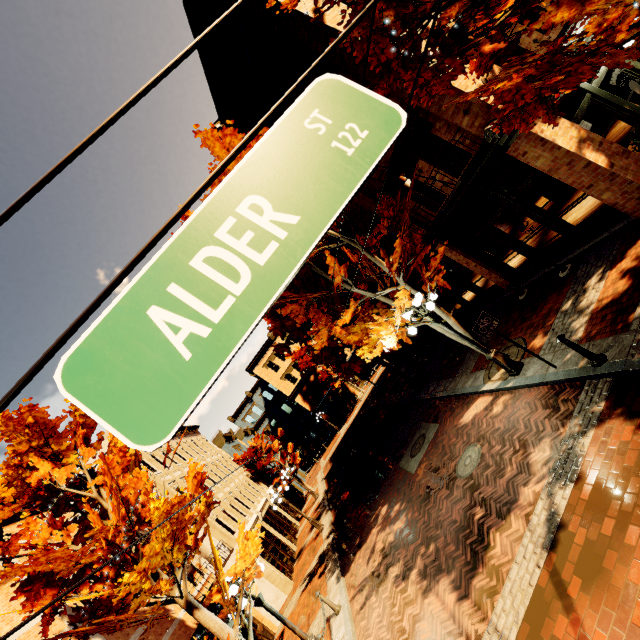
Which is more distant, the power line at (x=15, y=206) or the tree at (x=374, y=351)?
the tree at (x=374, y=351)

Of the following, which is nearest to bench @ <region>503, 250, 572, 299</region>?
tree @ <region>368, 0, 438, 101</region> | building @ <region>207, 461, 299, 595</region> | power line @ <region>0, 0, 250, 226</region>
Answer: tree @ <region>368, 0, 438, 101</region>

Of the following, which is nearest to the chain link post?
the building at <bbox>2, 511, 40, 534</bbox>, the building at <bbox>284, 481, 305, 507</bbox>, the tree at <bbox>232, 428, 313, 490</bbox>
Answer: the building at <bbox>2, 511, 40, 534</bbox>

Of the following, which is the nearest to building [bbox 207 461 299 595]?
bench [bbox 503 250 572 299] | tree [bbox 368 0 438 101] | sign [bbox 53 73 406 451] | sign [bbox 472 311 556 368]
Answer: tree [bbox 368 0 438 101]

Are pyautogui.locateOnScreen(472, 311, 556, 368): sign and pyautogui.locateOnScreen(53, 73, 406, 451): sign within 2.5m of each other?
no

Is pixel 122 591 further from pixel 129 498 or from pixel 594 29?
pixel 594 29

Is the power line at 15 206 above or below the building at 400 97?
below

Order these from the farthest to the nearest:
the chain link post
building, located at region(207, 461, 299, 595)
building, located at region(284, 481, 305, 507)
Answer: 1. building, located at region(284, 481, 305, 507)
2. building, located at region(207, 461, 299, 595)
3. the chain link post
